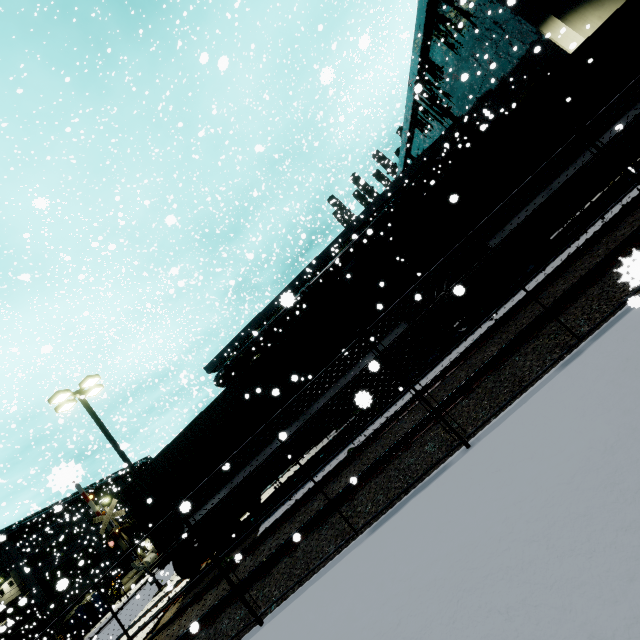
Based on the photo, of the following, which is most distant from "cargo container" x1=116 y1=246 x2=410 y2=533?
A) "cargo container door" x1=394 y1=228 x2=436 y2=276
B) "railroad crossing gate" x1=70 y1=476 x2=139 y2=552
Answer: "railroad crossing gate" x1=70 y1=476 x2=139 y2=552

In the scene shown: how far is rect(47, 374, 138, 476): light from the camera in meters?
14.7

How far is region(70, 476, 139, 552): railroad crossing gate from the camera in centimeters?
1634cm

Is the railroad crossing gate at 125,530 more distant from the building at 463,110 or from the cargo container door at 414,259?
the cargo container door at 414,259

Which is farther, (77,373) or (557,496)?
(77,373)

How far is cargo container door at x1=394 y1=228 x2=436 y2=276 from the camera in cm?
1033

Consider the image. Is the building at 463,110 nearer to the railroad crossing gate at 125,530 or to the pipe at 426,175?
the pipe at 426,175

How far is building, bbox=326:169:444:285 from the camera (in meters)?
19.47
